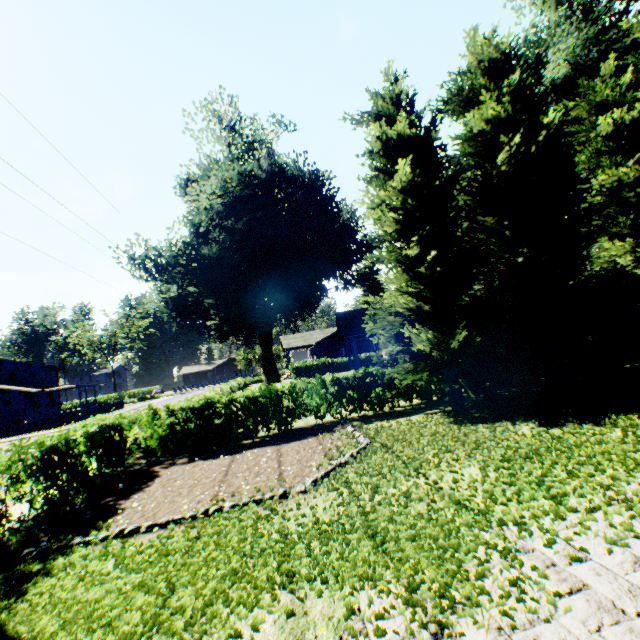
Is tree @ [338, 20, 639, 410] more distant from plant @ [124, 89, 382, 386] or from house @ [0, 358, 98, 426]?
house @ [0, 358, 98, 426]

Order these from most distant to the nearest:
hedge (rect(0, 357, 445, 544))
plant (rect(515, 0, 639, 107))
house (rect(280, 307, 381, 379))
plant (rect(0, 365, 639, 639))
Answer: house (rect(280, 307, 381, 379)) → plant (rect(515, 0, 639, 107)) → hedge (rect(0, 357, 445, 544)) → plant (rect(0, 365, 639, 639))

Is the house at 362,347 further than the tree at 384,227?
Yes

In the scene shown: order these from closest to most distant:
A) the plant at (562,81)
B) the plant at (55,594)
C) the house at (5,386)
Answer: the plant at (55,594) < the plant at (562,81) < the house at (5,386)

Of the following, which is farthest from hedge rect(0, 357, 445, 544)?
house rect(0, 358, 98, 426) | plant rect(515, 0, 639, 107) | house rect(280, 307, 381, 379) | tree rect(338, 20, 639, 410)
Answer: house rect(0, 358, 98, 426)

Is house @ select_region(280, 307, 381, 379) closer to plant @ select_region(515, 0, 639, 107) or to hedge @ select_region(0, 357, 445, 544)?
plant @ select_region(515, 0, 639, 107)

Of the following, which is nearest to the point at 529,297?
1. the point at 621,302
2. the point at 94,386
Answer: the point at 621,302

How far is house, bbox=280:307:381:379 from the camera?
21.9 meters
